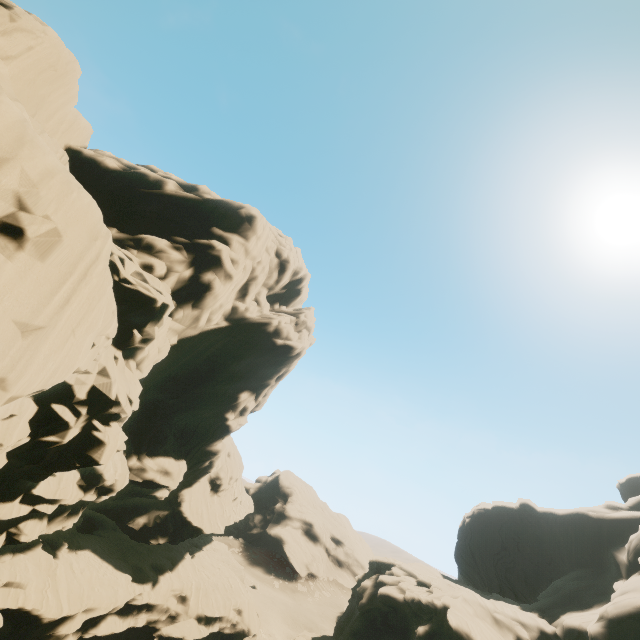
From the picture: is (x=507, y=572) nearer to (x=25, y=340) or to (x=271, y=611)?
(x=271, y=611)

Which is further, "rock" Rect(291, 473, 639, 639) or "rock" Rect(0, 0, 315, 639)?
"rock" Rect(291, 473, 639, 639)

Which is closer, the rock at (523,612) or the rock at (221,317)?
the rock at (221,317)
